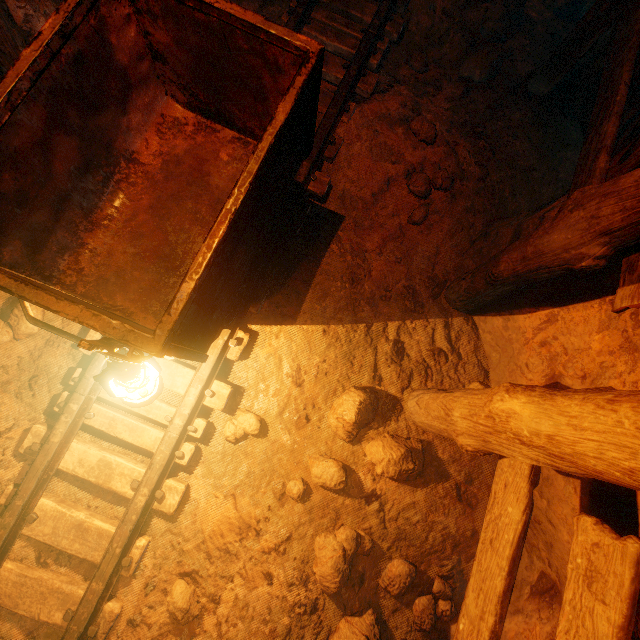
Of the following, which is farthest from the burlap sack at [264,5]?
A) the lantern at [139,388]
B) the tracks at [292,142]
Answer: the lantern at [139,388]

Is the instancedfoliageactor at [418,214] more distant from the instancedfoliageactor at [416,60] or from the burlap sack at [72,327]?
the instancedfoliageactor at [416,60]

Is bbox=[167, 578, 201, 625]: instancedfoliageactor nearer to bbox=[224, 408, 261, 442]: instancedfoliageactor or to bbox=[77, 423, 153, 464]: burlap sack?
bbox=[77, 423, 153, 464]: burlap sack

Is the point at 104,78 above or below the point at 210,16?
below

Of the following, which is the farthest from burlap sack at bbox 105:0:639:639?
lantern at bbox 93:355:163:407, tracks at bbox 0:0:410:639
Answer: lantern at bbox 93:355:163:407

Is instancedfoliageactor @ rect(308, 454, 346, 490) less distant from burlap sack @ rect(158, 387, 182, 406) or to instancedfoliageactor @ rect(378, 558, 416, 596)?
burlap sack @ rect(158, 387, 182, 406)

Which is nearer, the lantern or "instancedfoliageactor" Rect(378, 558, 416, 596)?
the lantern

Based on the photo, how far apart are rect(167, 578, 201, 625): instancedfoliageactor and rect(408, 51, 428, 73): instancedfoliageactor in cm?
506
